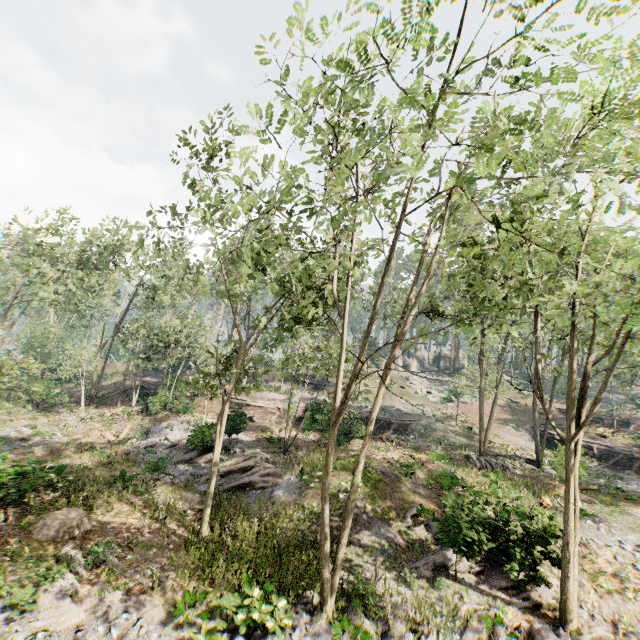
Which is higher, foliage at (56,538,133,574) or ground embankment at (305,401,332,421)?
ground embankment at (305,401,332,421)

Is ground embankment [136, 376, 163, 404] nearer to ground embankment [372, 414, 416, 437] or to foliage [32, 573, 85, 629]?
ground embankment [372, 414, 416, 437]

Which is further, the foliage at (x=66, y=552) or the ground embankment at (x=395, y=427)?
the ground embankment at (x=395, y=427)

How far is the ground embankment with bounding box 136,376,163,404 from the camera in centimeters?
2934cm

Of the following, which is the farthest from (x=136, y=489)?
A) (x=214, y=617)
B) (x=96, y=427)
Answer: (x=96, y=427)

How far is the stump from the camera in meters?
11.8 m

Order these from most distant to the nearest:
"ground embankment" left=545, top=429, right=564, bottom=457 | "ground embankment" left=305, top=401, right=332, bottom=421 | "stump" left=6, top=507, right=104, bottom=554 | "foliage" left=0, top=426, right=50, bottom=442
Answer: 1. "ground embankment" left=305, top=401, right=332, bottom=421
2. "foliage" left=0, top=426, right=50, bottom=442
3. "ground embankment" left=545, top=429, right=564, bottom=457
4. "stump" left=6, top=507, right=104, bottom=554

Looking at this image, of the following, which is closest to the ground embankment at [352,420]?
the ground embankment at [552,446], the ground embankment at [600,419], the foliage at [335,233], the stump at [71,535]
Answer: the foliage at [335,233]
